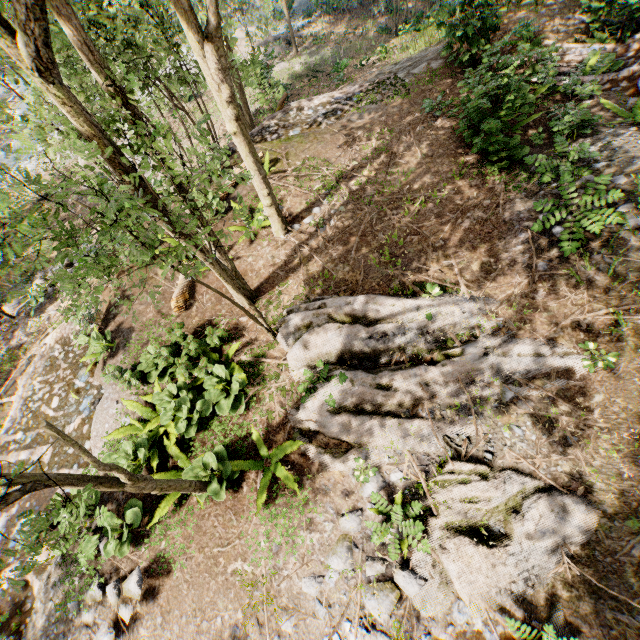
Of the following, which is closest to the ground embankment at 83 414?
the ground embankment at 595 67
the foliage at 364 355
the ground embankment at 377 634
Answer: the foliage at 364 355

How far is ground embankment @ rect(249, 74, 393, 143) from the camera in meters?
13.5 m

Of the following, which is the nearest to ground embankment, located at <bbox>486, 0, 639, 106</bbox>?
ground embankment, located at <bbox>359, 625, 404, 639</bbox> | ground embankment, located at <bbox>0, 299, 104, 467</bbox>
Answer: ground embankment, located at <bbox>359, 625, 404, 639</bbox>

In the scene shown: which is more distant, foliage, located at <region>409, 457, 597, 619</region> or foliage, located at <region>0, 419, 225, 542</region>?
foliage, located at <region>409, 457, 597, 619</region>

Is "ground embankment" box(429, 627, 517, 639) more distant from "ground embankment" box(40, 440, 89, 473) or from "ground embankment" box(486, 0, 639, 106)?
"ground embankment" box(486, 0, 639, 106)

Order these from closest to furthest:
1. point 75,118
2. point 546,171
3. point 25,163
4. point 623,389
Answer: point 75,118 < point 623,389 < point 546,171 < point 25,163

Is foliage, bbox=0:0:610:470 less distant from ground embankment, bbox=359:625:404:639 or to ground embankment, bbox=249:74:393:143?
ground embankment, bbox=359:625:404:639
